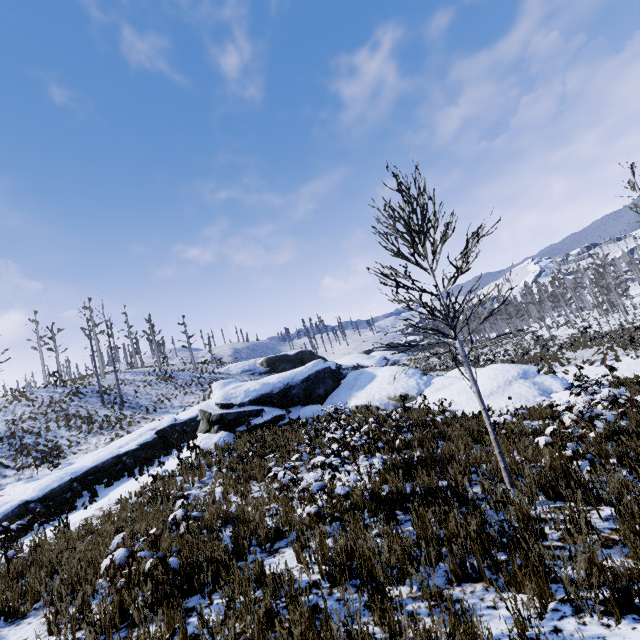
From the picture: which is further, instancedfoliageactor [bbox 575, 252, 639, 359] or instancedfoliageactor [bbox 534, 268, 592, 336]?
instancedfoliageactor [bbox 534, 268, 592, 336]

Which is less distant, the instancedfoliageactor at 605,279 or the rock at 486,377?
the rock at 486,377

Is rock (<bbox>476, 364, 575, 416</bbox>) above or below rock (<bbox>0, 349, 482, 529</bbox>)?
below

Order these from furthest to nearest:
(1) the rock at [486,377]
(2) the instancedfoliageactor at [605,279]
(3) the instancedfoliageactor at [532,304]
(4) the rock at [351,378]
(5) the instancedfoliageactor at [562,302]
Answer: (3) the instancedfoliageactor at [532,304]
(5) the instancedfoliageactor at [562,302]
(2) the instancedfoliageactor at [605,279]
(4) the rock at [351,378]
(1) the rock at [486,377]

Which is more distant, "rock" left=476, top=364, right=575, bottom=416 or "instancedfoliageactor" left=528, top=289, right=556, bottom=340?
"instancedfoliageactor" left=528, top=289, right=556, bottom=340

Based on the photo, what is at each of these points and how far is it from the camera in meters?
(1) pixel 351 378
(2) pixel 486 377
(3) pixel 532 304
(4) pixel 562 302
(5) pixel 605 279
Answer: (1) rock, 21.1
(2) rock, 15.2
(3) instancedfoliageactor, 58.1
(4) instancedfoliageactor, 48.5
(5) instancedfoliageactor, 47.7

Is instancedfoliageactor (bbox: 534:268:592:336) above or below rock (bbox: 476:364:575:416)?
above

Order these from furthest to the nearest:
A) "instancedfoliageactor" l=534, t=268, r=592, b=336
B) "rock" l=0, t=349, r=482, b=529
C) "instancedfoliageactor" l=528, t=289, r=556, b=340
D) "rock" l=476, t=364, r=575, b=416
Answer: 1. "instancedfoliageactor" l=528, t=289, r=556, b=340
2. "instancedfoliageactor" l=534, t=268, r=592, b=336
3. "rock" l=0, t=349, r=482, b=529
4. "rock" l=476, t=364, r=575, b=416
